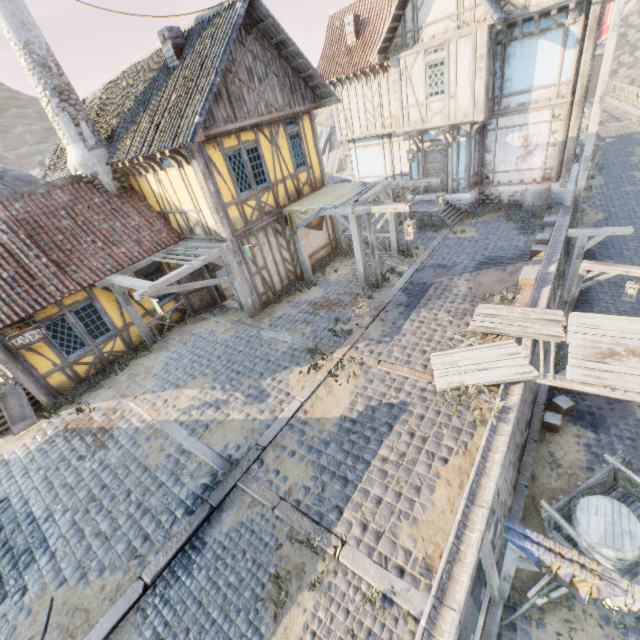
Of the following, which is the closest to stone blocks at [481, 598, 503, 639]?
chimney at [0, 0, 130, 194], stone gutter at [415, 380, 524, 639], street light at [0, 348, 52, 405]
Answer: stone gutter at [415, 380, 524, 639]

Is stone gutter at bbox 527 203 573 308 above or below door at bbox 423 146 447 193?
below

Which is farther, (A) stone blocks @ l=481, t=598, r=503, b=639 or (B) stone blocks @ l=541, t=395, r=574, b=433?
(B) stone blocks @ l=541, t=395, r=574, b=433

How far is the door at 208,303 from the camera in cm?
1265

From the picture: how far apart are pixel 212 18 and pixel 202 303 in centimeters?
911cm

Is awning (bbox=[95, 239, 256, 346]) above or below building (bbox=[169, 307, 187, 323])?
above

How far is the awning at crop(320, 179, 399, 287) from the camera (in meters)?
10.61

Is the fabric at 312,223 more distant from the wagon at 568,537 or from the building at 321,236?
the wagon at 568,537
